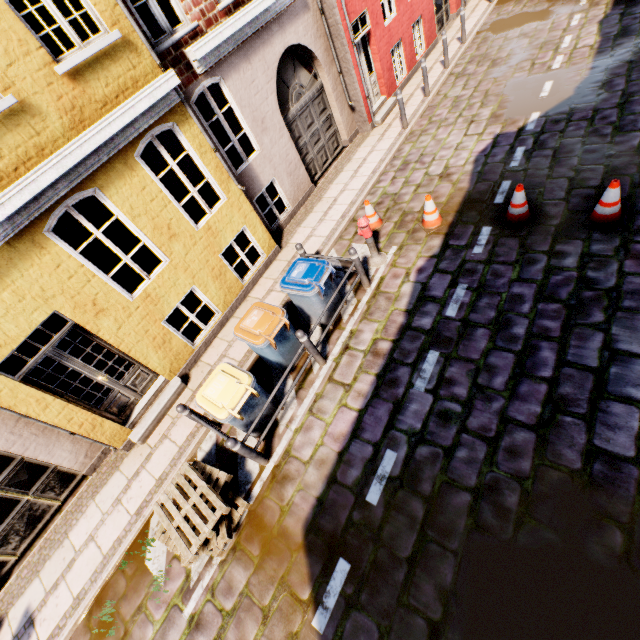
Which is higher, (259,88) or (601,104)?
(259,88)

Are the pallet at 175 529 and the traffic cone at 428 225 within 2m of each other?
no

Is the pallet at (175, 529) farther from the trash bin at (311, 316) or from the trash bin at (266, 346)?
the trash bin at (311, 316)

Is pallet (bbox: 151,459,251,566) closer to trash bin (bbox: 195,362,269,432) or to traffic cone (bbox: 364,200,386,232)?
trash bin (bbox: 195,362,269,432)

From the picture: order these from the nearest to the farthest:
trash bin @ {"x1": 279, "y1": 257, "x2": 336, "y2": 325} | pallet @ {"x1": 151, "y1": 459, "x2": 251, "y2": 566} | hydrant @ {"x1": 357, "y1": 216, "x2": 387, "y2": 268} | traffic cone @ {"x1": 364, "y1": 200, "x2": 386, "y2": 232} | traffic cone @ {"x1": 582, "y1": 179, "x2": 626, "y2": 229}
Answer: pallet @ {"x1": 151, "y1": 459, "x2": 251, "y2": 566}
traffic cone @ {"x1": 582, "y1": 179, "x2": 626, "y2": 229}
trash bin @ {"x1": 279, "y1": 257, "x2": 336, "y2": 325}
hydrant @ {"x1": 357, "y1": 216, "x2": 387, "y2": 268}
traffic cone @ {"x1": 364, "y1": 200, "x2": 386, "y2": 232}

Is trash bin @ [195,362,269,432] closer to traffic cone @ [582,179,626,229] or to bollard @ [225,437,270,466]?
bollard @ [225,437,270,466]

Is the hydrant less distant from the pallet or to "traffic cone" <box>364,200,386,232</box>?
"traffic cone" <box>364,200,386,232</box>

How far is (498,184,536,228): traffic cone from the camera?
6.04m
